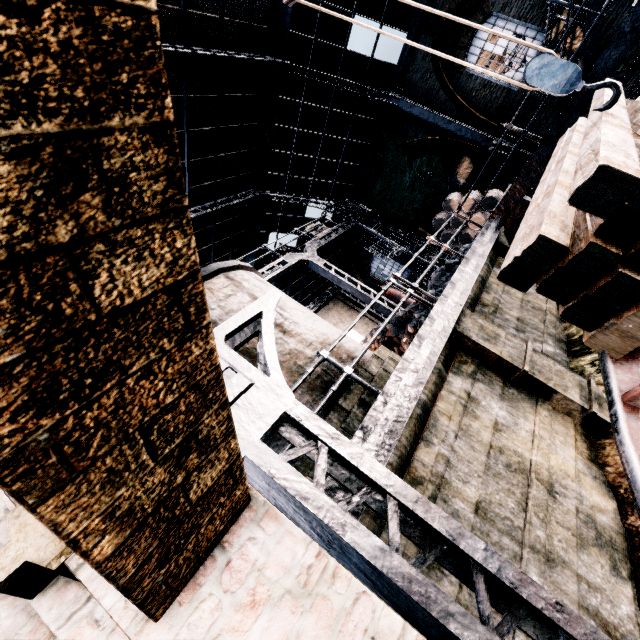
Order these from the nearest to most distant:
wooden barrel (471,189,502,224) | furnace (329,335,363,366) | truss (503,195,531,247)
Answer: furnace (329,335,363,366), truss (503,195,531,247), wooden barrel (471,189,502,224)

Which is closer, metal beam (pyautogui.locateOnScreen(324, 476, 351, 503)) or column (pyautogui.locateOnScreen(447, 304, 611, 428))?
metal beam (pyautogui.locateOnScreen(324, 476, 351, 503))

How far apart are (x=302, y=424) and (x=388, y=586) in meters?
1.1

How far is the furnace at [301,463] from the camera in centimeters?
466cm

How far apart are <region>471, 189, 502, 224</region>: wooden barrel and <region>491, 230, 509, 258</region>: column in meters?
4.4 m

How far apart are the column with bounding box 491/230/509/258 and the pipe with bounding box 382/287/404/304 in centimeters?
783cm

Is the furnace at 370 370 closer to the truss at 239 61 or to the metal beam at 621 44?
the metal beam at 621 44

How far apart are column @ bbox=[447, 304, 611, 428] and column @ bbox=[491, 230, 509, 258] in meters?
5.0
